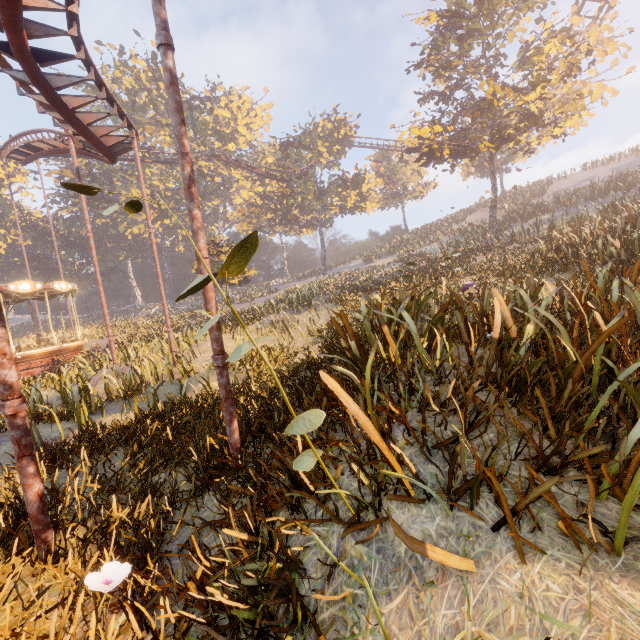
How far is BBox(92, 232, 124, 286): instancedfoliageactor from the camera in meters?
55.1

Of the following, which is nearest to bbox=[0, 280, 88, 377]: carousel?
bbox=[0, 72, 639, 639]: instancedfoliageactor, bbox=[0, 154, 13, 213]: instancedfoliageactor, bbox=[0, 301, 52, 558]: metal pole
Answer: bbox=[0, 72, 639, 639]: instancedfoliageactor

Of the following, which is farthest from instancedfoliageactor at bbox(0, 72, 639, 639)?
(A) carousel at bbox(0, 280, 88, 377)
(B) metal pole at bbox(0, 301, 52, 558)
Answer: (B) metal pole at bbox(0, 301, 52, 558)

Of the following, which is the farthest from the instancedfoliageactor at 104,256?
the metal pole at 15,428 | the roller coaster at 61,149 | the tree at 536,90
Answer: the metal pole at 15,428

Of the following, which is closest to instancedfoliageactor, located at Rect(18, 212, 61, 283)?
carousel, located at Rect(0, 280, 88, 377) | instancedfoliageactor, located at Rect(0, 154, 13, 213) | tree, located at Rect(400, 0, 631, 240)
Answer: carousel, located at Rect(0, 280, 88, 377)

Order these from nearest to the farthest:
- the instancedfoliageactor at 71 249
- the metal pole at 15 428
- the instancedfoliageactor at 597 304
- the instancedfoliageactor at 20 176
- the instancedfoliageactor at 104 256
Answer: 1. the instancedfoliageactor at 597 304
2. the metal pole at 15 428
3. the instancedfoliageactor at 71 249
4. the instancedfoliageactor at 20 176
5. the instancedfoliageactor at 104 256

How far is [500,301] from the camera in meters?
4.0
